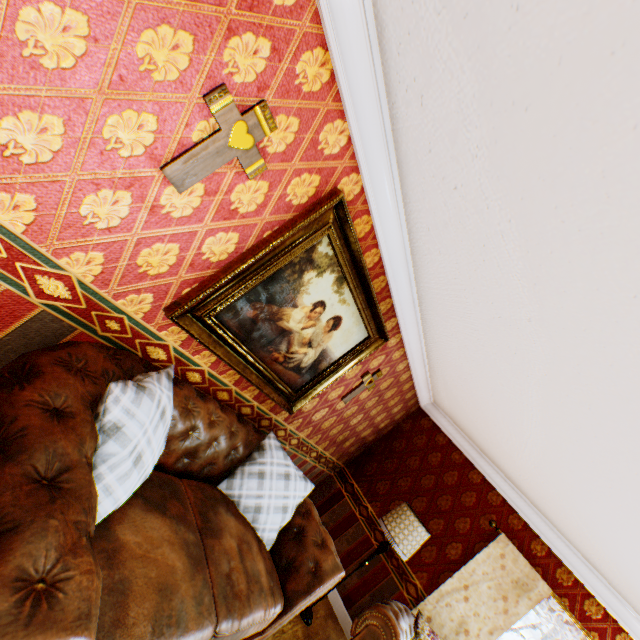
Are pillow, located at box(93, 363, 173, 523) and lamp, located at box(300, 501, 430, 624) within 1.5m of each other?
no

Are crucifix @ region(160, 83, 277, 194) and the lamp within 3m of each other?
no

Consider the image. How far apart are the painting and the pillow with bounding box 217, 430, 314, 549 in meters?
0.3 m

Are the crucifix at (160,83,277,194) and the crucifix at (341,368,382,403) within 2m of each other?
no

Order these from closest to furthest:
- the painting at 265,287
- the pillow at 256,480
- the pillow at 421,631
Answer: the painting at 265,287 < the pillow at 256,480 < the pillow at 421,631

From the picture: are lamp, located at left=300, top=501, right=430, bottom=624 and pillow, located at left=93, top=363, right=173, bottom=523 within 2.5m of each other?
no

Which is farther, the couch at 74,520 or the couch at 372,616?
the couch at 372,616

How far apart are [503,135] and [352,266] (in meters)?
1.43
